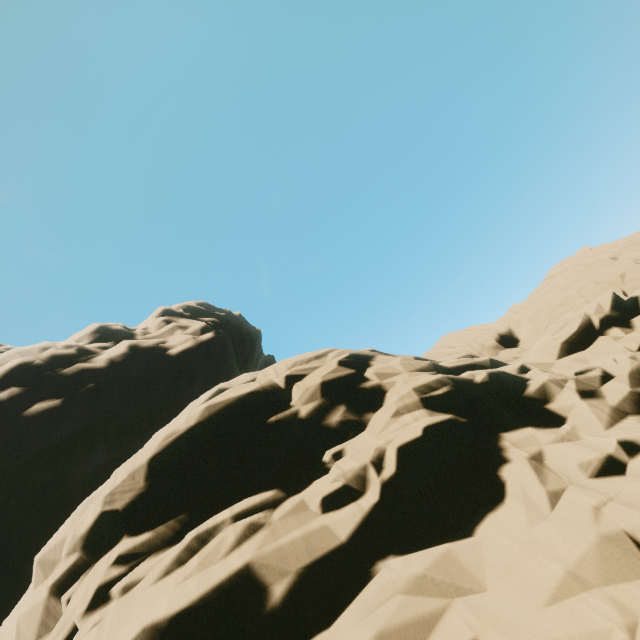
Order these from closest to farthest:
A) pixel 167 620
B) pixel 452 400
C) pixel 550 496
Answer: pixel 167 620
pixel 550 496
pixel 452 400
